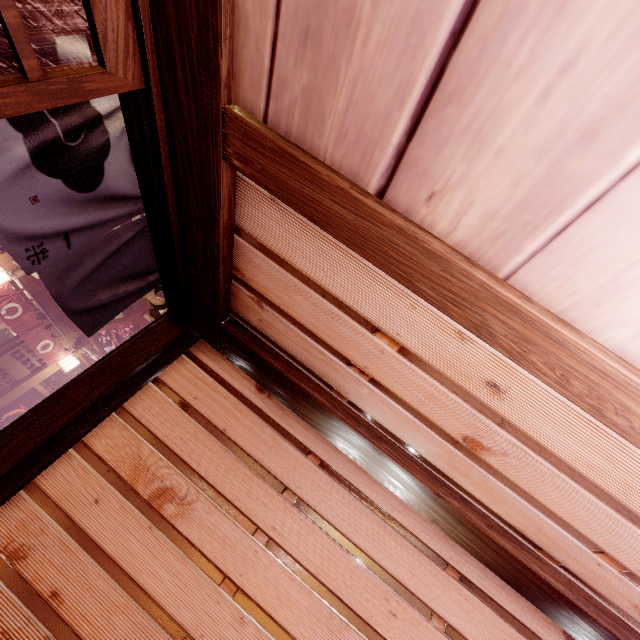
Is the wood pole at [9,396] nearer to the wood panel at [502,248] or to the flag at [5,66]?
the flag at [5,66]

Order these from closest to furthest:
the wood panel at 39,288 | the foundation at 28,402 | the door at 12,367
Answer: the wood panel at 39,288, the door at 12,367, the foundation at 28,402

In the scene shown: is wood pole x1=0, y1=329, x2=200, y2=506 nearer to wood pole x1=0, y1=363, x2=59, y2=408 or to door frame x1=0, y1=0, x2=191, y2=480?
door frame x1=0, y1=0, x2=191, y2=480

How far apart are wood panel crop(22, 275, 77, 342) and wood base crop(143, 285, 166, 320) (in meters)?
10.71

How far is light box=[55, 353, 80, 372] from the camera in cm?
1658

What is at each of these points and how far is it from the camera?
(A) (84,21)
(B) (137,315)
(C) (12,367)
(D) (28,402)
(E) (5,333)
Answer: (A) door, 1.99m
(B) wire stand, 16.28m
(C) door, 14.73m
(D) foundation, 17.19m
(E) building, 16.78m

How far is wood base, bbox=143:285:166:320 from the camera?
5.53m

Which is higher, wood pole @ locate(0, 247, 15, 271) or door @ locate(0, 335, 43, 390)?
wood pole @ locate(0, 247, 15, 271)
